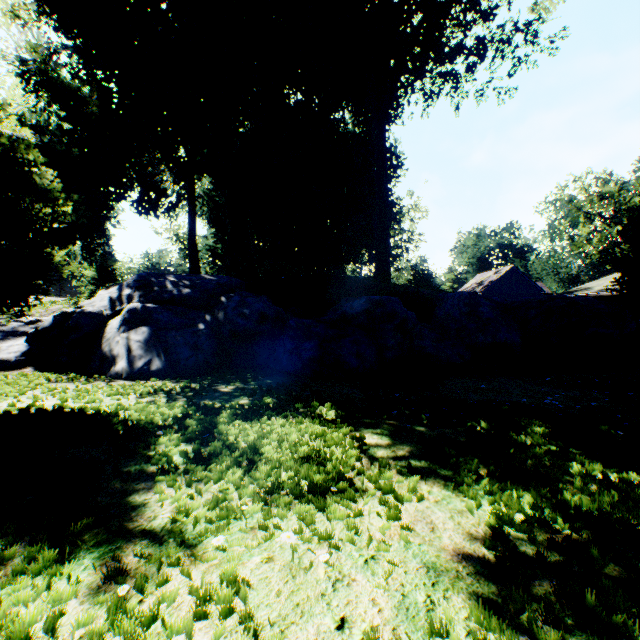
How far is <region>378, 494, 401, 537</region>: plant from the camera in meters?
2.1 m

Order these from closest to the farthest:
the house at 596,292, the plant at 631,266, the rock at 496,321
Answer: the rock at 496,321, the plant at 631,266, the house at 596,292

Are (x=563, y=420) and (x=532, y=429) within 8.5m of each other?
yes

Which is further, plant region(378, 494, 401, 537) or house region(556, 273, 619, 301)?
house region(556, 273, 619, 301)

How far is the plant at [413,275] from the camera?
14.14m

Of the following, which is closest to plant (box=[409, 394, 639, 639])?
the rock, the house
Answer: the rock

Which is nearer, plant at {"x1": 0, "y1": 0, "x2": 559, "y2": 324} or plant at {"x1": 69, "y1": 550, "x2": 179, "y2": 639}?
plant at {"x1": 69, "y1": 550, "x2": 179, "y2": 639}
